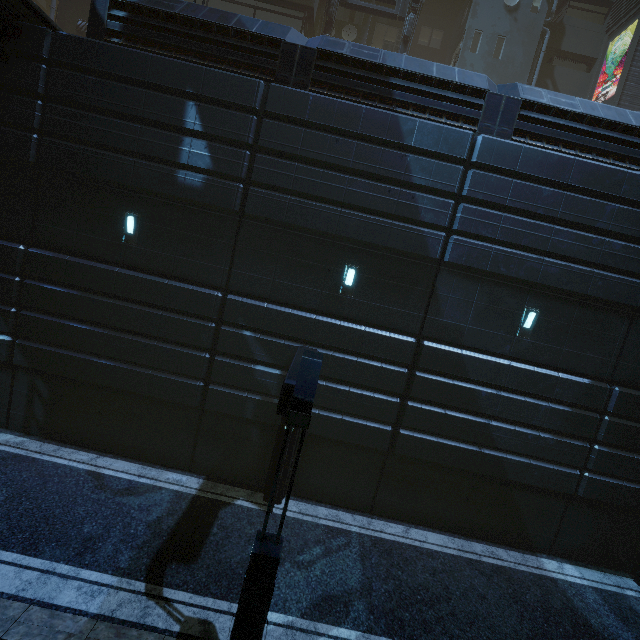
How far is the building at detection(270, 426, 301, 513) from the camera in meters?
9.3

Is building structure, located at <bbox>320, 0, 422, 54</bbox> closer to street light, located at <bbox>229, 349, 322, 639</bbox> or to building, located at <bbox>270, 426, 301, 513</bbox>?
building, located at <bbox>270, 426, 301, 513</bbox>

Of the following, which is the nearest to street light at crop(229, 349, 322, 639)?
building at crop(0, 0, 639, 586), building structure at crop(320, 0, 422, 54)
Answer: building at crop(0, 0, 639, 586)

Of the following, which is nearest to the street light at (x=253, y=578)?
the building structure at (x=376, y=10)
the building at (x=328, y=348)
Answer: the building at (x=328, y=348)

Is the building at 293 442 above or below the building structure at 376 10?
below

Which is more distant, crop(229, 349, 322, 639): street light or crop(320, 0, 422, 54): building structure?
crop(320, 0, 422, 54): building structure

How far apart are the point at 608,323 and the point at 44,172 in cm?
1725
